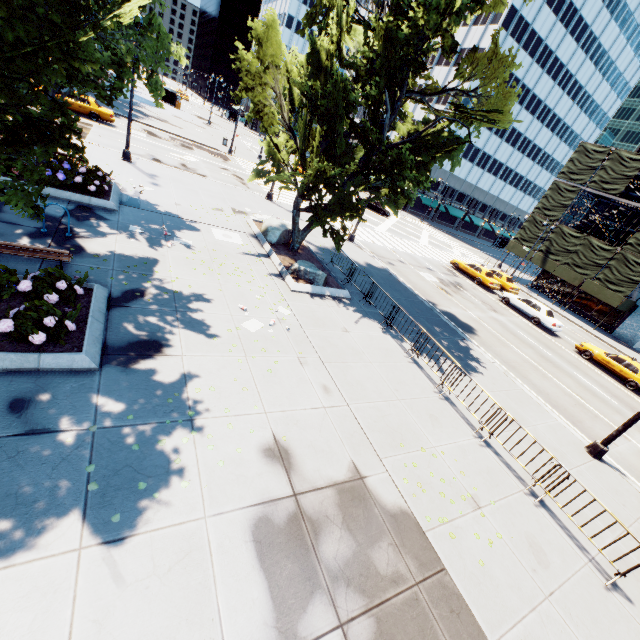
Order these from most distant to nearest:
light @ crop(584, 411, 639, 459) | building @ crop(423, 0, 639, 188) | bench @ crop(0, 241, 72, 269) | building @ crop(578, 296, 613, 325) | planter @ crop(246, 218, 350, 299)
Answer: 1. building @ crop(423, 0, 639, 188)
2. building @ crop(578, 296, 613, 325)
3. planter @ crop(246, 218, 350, 299)
4. light @ crop(584, 411, 639, 459)
5. bench @ crop(0, 241, 72, 269)

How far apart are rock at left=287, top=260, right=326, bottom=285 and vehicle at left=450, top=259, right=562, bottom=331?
19.2m

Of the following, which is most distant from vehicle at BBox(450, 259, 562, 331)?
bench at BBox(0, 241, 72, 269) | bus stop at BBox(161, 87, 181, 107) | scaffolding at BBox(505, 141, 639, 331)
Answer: bus stop at BBox(161, 87, 181, 107)

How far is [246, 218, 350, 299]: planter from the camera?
13.9m

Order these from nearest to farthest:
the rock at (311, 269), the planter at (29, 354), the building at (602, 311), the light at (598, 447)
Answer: the planter at (29, 354) → the light at (598, 447) → the rock at (311, 269) → the building at (602, 311)

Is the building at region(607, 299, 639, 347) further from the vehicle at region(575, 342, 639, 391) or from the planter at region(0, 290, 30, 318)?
the planter at region(0, 290, 30, 318)

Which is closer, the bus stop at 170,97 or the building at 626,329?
the building at 626,329

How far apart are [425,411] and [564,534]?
4.2 meters
